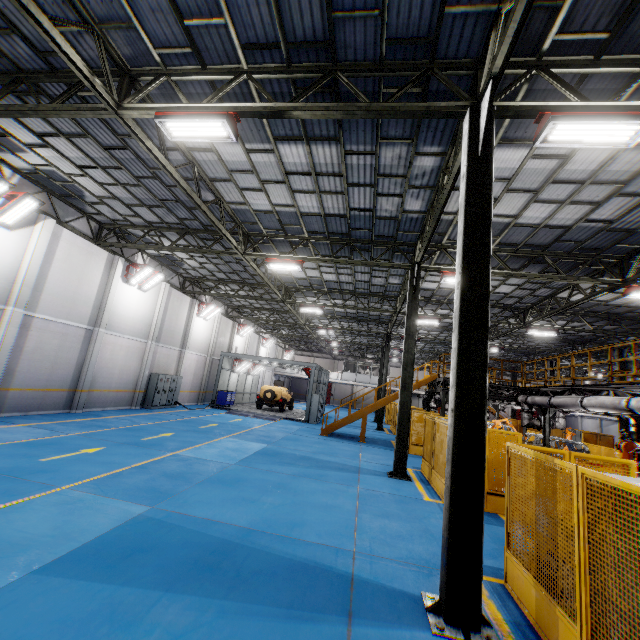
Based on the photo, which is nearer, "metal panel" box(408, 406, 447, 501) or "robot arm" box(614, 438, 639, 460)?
"robot arm" box(614, 438, 639, 460)

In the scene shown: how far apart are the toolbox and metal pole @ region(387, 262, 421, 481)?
16.76m

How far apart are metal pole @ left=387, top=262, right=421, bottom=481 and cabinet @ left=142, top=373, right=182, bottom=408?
15.25m

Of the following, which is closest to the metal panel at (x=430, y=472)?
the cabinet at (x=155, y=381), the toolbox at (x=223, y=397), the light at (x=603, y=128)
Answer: the light at (x=603, y=128)

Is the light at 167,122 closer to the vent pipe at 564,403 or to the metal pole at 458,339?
the metal pole at 458,339

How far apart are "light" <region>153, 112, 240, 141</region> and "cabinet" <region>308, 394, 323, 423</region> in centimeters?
2020cm

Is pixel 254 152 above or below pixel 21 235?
above

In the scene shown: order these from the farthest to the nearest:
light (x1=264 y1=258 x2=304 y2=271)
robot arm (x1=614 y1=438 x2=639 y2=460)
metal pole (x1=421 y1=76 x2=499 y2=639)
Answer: light (x1=264 y1=258 x2=304 y2=271) → robot arm (x1=614 y1=438 x2=639 y2=460) → metal pole (x1=421 y1=76 x2=499 y2=639)
